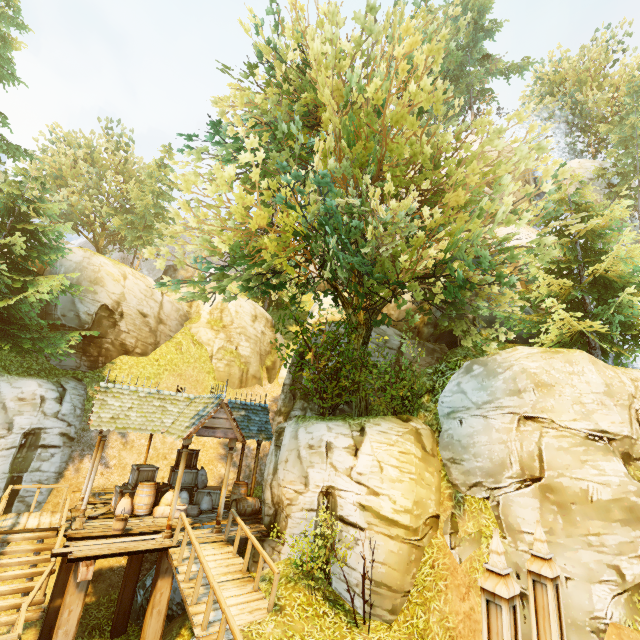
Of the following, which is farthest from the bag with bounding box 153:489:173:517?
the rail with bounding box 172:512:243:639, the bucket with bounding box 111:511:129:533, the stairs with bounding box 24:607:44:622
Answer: the stairs with bounding box 24:607:44:622

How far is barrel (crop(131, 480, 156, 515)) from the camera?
11.75m

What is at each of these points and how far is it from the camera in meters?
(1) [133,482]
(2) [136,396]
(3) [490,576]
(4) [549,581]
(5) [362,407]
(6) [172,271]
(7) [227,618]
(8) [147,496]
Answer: (1) box, 12.3 m
(2) building, 12.7 m
(3) pillar, 4.0 m
(4) pillar, 4.5 m
(5) tree, 13.6 m
(6) rock, 42.9 m
(7) rail, 6.1 m
(8) barrel, 11.9 m

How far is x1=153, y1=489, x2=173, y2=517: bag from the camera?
11.8m

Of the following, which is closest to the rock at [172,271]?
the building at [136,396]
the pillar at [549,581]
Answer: the building at [136,396]

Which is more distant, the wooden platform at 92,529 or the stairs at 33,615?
the stairs at 33,615

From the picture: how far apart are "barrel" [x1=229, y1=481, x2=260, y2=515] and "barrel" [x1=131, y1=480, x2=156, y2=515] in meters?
2.9

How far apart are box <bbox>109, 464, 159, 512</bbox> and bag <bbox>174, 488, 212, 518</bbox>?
0.1 meters
